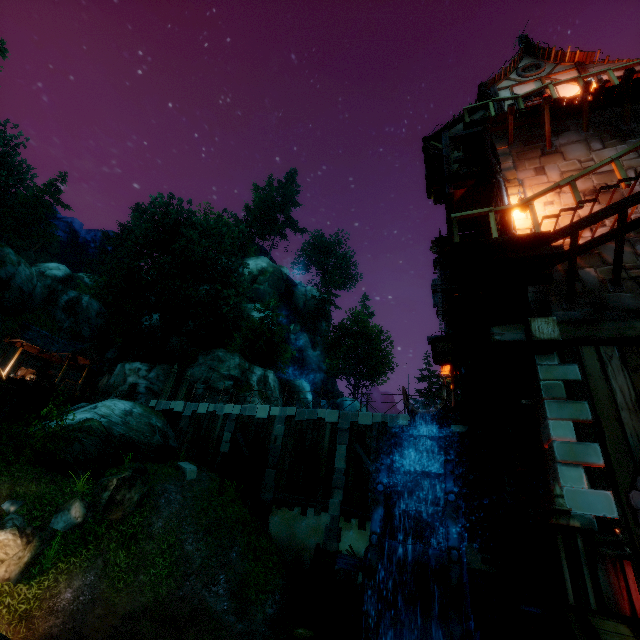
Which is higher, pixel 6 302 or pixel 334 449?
pixel 6 302

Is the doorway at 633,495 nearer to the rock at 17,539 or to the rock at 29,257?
the rock at 17,539

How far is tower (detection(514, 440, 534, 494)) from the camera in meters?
8.0 m

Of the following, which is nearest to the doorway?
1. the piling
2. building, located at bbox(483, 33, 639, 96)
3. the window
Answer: building, located at bbox(483, 33, 639, 96)

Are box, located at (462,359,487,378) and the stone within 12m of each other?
no

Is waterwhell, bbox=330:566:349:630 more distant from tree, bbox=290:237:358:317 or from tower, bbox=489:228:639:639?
tree, bbox=290:237:358:317

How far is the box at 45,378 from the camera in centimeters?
2652cm

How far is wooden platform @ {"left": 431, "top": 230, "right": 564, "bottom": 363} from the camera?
6.6 meters
